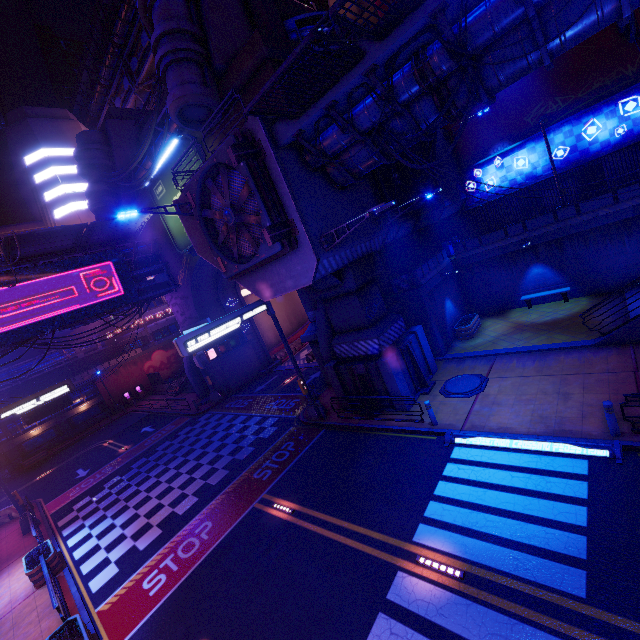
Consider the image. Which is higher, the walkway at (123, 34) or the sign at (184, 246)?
the walkway at (123, 34)

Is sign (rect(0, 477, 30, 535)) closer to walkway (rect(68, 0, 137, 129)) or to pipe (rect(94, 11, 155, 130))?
pipe (rect(94, 11, 155, 130))

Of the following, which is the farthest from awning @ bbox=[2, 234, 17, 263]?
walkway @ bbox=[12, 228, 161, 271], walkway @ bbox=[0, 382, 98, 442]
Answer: walkway @ bbox=[0, 382, 98, 442]

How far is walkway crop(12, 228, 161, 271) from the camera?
21.8m

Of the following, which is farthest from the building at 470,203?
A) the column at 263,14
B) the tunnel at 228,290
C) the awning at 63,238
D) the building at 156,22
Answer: the awning at 63,238

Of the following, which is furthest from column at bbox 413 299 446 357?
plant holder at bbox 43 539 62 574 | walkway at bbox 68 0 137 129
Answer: walkway at bbox 68 0 137 129

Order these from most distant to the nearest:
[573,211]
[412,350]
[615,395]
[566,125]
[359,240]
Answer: [566,125]
[573,211]
[412,350]
[359,240]
[615,395]

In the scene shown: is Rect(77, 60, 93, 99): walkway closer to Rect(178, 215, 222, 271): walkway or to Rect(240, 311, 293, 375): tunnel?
Rect(178, 215, 222, 271): walkway
